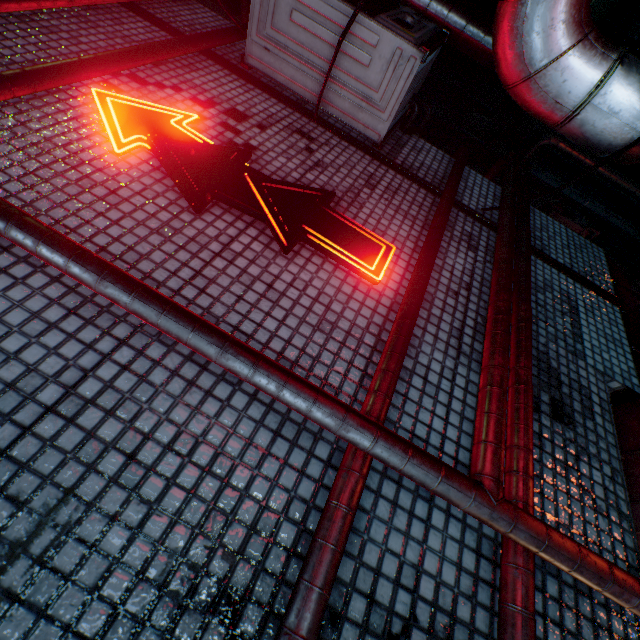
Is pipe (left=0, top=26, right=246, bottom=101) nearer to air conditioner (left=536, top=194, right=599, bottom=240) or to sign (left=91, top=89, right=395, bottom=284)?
sign (left=91, top=89, right=395, bottom=284)

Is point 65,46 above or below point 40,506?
above

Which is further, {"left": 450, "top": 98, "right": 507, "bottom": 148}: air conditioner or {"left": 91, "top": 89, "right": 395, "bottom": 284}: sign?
{"left": 450, "top": 98, "right": 507, "bottom": 148}: air conditioner

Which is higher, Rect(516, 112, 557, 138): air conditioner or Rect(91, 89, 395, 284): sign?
Rect(516, 112, 557, 138): air conditioner

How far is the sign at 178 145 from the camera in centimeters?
156cm

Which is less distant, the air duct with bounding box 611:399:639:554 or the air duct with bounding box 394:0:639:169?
the air duct with bounding box 394:0:639:169

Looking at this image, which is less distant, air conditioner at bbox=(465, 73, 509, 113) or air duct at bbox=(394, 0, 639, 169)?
air duct at bbox=(394, 0, 639, 169)

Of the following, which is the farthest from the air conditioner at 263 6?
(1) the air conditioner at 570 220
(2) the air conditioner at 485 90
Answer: (2) the air conditioner at 485 90
